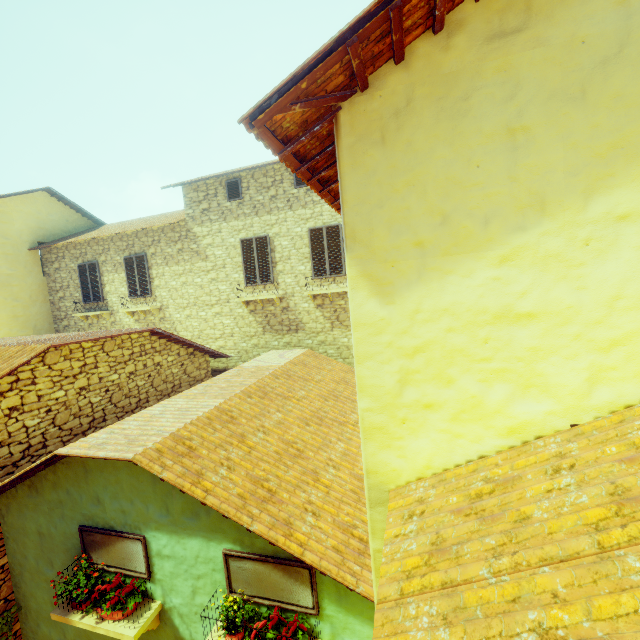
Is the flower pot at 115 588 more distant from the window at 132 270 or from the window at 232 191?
the window at 232 191

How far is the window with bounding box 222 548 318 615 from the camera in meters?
3.8

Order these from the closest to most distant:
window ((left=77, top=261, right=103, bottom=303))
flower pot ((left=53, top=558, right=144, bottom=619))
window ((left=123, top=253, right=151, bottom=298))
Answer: flower pot ((left=53, top=558, right=144, bottom=619)), window ((left=123, top=253, right=151, bottom=298)), window ((left=77, top=261, right=103, bottom=303))

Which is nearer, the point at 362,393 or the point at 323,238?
the point at 362,393

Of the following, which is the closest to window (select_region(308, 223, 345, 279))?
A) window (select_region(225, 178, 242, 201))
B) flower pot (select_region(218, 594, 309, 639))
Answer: flower pot (select_region(218, 594, 309, 639))

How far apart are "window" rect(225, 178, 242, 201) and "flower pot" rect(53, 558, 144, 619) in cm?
1021

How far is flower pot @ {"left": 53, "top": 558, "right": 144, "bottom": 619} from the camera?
4.4m

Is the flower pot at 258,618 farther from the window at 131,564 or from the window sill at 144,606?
the window sill at 144,606
